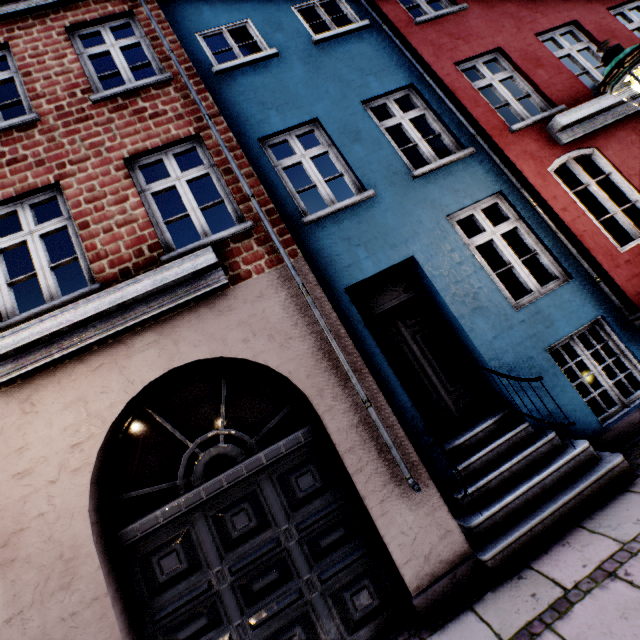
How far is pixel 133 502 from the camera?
3.5m
